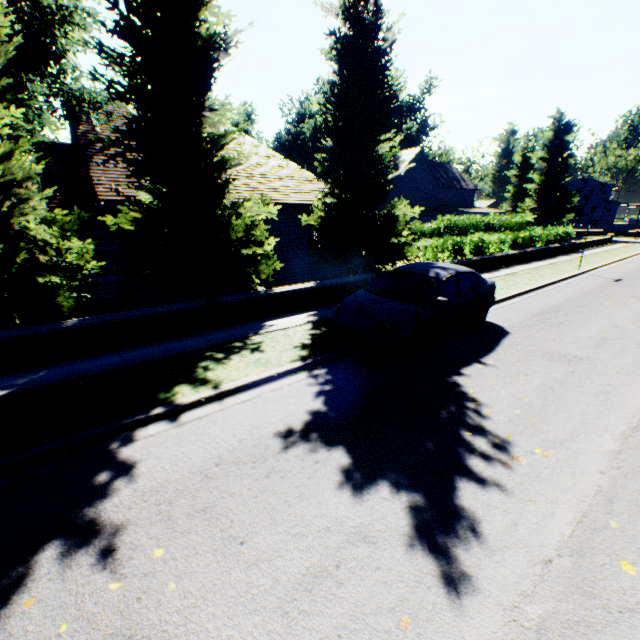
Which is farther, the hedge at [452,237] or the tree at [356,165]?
the hedge at [452,237]

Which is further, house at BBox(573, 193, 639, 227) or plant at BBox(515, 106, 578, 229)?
house at BBox(573, 193, 639, 227)

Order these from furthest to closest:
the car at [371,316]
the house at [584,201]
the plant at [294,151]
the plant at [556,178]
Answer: the house at [584,201] < the plant at [294,151] < the plant at [556,178] < the car at [371,316]

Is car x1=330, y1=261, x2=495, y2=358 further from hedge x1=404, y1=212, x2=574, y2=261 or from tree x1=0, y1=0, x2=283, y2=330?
hedge x1=404, y1=212, x2=574, y2=261

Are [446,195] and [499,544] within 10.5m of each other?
no

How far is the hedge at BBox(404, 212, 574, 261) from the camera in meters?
15.9

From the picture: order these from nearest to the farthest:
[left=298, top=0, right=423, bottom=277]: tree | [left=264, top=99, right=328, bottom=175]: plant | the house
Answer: [left=298, top=0, right=423, bottom=277]: tree → [left=264, top=99, right=328, bottom=175]: plant → the house

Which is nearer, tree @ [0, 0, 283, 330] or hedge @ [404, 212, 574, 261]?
tree @ [0, 0, 283, 330]
